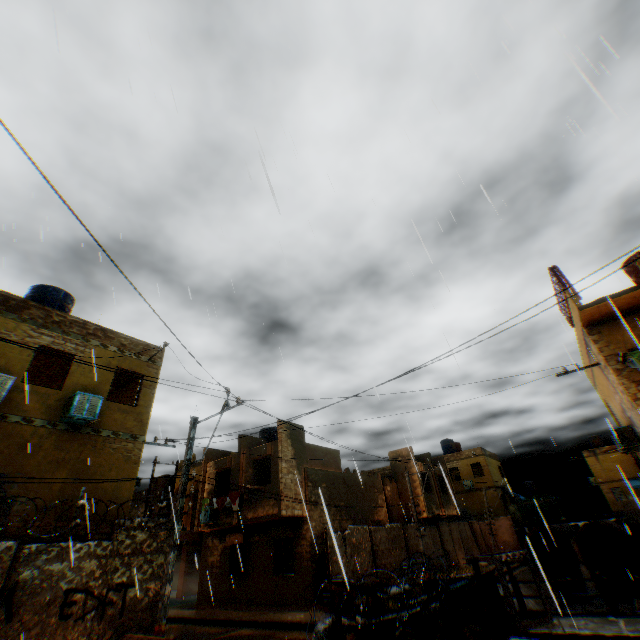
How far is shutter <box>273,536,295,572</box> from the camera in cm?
1686

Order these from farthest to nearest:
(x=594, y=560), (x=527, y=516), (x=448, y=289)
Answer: (x=527, y=516) → (x=594, y=560) → (x=448, y=289)

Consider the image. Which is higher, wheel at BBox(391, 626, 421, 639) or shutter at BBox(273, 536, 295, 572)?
shutter at BBox(273, 536, 295, 572)

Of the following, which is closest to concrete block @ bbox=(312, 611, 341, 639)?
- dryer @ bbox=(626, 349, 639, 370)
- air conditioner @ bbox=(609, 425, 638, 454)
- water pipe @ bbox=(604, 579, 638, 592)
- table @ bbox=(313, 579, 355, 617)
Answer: table @ bbox=(313, 579, 355, 617)

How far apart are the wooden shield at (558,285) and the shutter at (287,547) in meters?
17.7

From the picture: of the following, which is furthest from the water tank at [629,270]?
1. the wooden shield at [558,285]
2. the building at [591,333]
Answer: the wooden shield at [558,285]

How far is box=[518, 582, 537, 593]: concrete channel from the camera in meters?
22.2

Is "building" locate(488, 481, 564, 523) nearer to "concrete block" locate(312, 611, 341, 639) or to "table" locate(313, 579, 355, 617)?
"concrete block" locate(312, 611, 341, 639)
